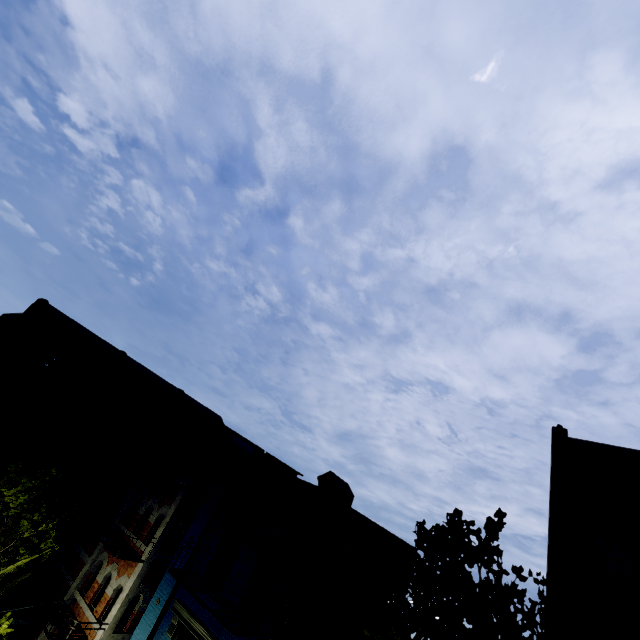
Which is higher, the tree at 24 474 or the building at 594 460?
the building at 594 460

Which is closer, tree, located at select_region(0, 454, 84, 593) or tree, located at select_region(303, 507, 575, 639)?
tree, located at select_region(303, 507, 575, 639)

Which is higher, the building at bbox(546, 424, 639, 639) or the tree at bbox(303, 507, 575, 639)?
the building at bbox(546, 424, 639, 639)

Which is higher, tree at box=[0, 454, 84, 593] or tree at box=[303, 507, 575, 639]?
tree at box=[303, 507, 575, 639]

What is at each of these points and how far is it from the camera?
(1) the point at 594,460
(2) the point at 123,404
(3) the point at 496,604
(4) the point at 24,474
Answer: (1) building, 7.70m
(2) building, 21.03m
(3) tree, 4.20m
(4) tree, 11.35m

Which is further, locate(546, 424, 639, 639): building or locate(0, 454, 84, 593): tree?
locate(0, 454, 84, 593): tree

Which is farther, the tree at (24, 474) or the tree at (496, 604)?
the tree at (24, 474)

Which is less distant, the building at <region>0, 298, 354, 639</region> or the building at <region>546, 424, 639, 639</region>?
the building at <region>546, 424, 639, 639</region>
